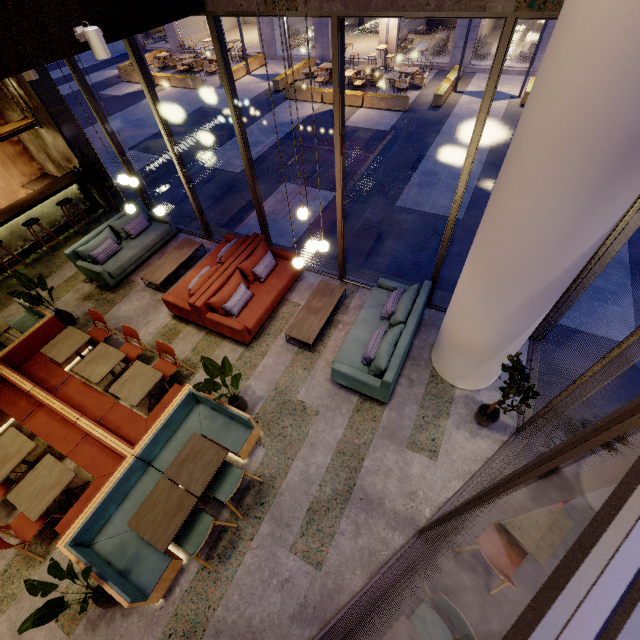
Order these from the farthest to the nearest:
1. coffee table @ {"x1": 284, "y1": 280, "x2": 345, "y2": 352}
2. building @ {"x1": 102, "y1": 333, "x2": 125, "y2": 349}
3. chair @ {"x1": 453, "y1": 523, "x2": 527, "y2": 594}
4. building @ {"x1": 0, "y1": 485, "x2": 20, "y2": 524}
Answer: building @ {"x1": 102, "y1": 333, "x2": 125, "y2": 349} < coffee table @ {"x1": 284, "y1": 280, "x2": 345, "y2": 352} < building @ {"x1": 0, "y1": 485, "x2": 20, "y2": 524} < chair @ {"x1": 453, "y1": 523, "x2": 527, "y2": 594}

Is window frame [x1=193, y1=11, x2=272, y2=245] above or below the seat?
above

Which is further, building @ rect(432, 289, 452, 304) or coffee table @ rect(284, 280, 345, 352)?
building @ rect(432, 289, 452, 304)

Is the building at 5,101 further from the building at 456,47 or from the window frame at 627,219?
the building at 456,47

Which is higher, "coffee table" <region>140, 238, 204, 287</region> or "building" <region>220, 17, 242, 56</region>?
"coffee table" <region>140, 238, 204, 287</region>

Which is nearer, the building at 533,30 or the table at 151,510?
the table at 151,510

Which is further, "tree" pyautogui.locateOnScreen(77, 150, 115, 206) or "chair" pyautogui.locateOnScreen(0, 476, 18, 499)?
"tree" pyautogui.locateOnScreen(77, 150, 115, 206)

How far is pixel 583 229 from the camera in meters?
3.0
